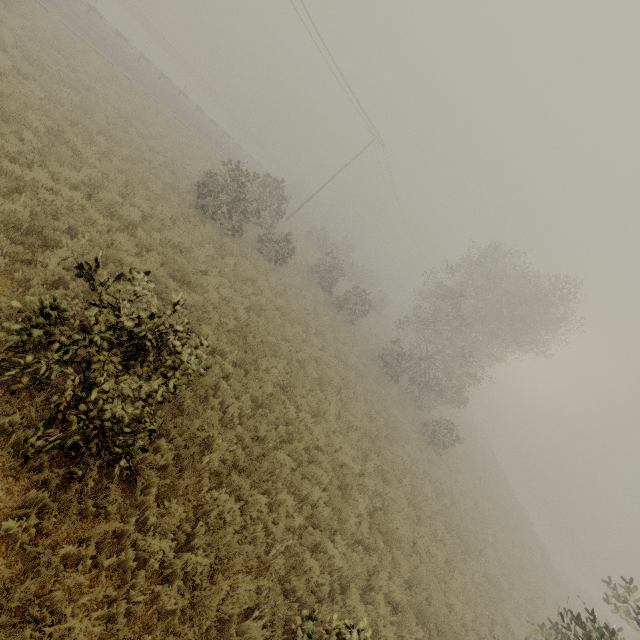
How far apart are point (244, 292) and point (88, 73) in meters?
13.9 m

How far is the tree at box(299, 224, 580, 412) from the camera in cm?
2206

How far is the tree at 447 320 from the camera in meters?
22.1 m
